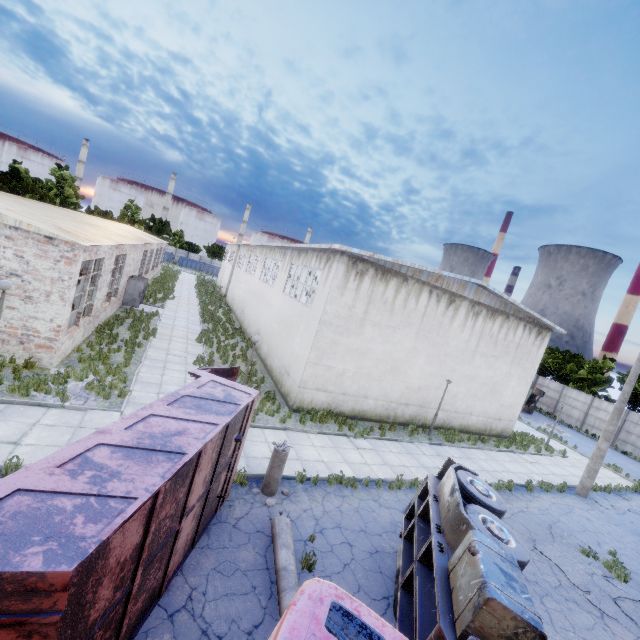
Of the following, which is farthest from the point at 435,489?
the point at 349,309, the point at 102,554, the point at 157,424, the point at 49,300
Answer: the point at 49,300

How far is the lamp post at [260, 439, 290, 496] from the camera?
9.13m

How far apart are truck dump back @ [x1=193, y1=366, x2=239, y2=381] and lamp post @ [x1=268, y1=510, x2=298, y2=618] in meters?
2.9 m

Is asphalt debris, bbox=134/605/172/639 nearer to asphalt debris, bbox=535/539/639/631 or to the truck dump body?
the truck dump body

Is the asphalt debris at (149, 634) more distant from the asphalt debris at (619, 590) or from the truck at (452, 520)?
the asphalt debris at (619, 590)

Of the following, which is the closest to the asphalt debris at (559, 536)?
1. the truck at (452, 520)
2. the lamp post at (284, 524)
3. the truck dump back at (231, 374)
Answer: the truck at (452, 520)

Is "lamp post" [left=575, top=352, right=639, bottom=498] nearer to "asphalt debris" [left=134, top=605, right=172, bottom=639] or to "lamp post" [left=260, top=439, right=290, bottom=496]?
"lamp post" [left=260, top=439, right=290, bottom=496]

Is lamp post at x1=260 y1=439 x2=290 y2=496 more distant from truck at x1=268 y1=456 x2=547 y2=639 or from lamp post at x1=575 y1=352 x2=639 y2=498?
lamp post at x1=575 y1=352 x2=639 y2=498
